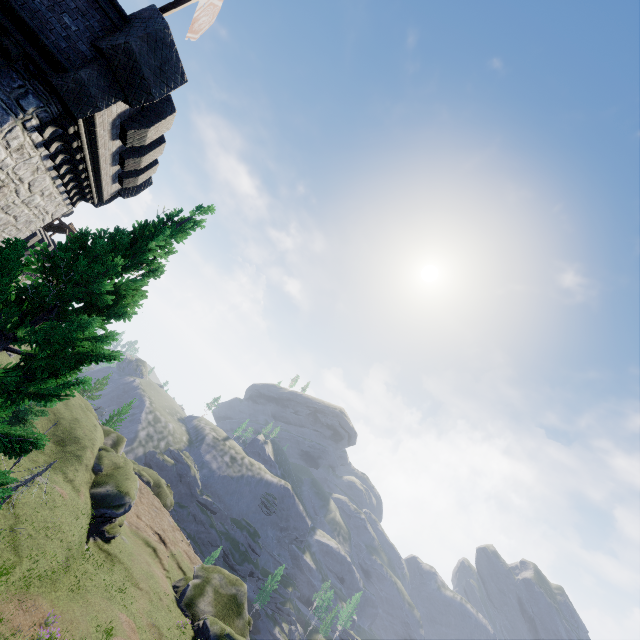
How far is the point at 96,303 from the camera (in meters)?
6.37

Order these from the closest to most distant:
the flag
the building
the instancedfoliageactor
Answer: the instancedfoliageactor → the building → the flag

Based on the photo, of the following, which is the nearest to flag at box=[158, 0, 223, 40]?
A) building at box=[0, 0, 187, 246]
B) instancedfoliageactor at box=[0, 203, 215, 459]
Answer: building at box=[0, 0, 187, 246]

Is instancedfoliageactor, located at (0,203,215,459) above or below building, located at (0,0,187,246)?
below

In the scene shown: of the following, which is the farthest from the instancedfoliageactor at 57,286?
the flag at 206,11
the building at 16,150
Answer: the flag at 206,11

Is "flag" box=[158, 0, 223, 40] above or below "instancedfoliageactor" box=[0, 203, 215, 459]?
above

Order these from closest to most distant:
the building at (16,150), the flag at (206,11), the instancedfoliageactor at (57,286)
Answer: the instancedfoliageactor at (57,286)
the building at (16,150)
the flag at (206,11)
